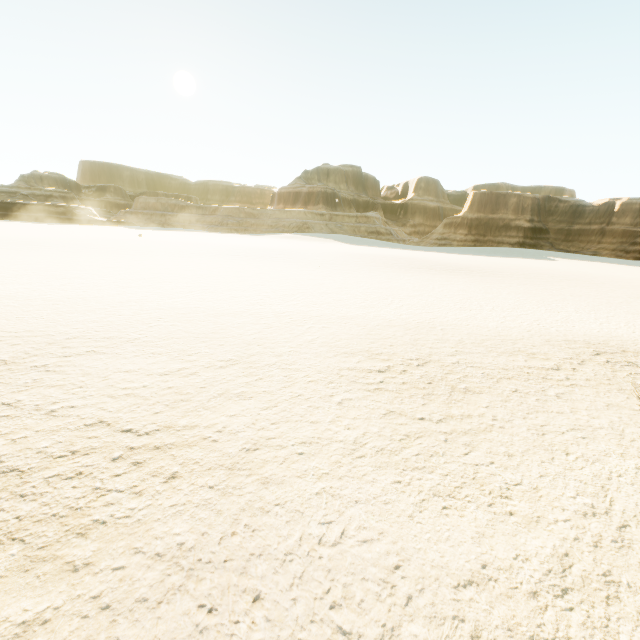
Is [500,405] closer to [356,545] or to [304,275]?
[356,545]
